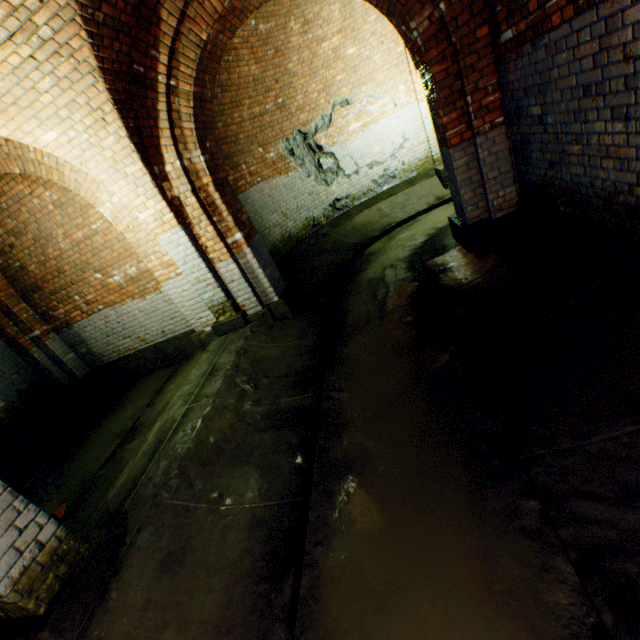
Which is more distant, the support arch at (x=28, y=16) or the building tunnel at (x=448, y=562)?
the support arch at (x=28, y=16)

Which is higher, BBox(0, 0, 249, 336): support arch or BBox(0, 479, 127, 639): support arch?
BBox(0, 0, 249, 336): support arch

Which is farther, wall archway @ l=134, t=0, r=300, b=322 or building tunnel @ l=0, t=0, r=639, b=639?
wall archway @ l=134, t=0, r=300, b=322

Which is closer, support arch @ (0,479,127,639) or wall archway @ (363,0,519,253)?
support arch @ (0,479,127,639)

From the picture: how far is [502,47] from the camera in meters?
3.4 m

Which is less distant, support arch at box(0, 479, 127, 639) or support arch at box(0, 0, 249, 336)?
support arch at box(0, 479, 127, 639)

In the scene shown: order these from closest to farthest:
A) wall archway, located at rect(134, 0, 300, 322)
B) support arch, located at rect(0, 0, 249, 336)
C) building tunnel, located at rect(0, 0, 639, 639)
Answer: building tunnel, located at rect(0, 0, 639, 639) < support arch, located at rect(0, 0, 249, 336) < wall archway, located at rect(134, 0, 300, 322)

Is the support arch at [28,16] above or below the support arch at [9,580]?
above
